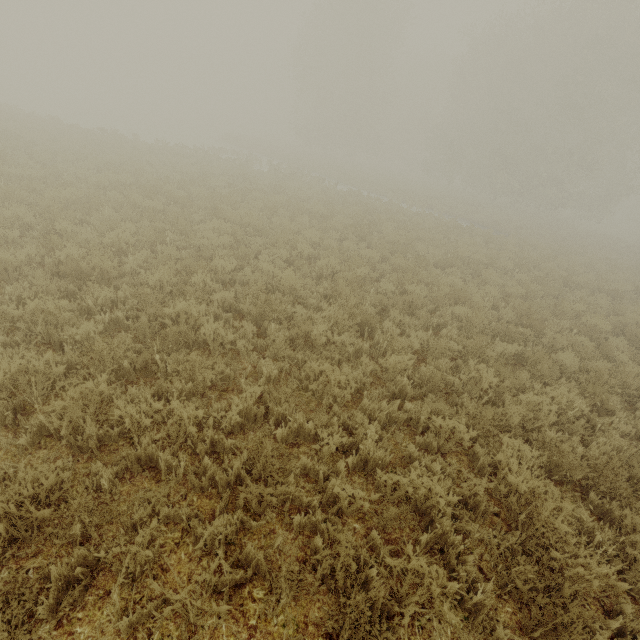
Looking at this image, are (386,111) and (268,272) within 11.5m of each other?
no
